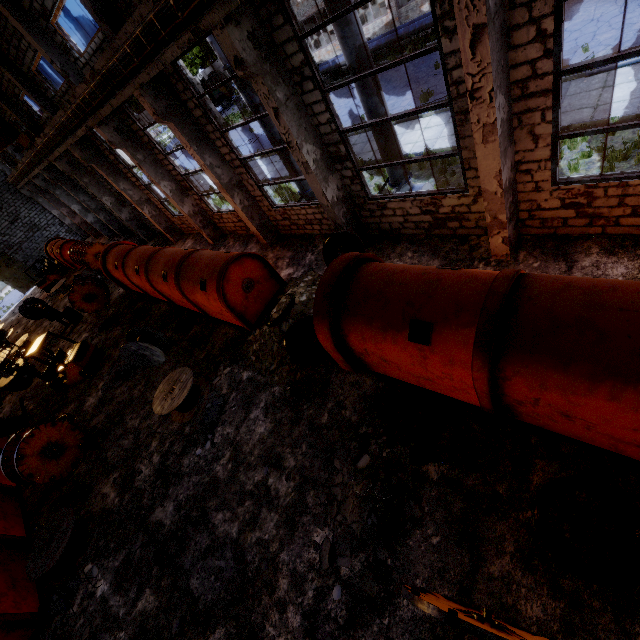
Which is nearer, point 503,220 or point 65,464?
point 503,220

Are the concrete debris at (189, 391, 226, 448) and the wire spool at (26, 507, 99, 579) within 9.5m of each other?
yes

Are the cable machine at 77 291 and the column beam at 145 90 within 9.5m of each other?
no

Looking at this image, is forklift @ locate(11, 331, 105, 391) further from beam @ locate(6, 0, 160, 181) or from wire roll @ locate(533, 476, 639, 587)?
wire roll @ locate(533, 476, 639, 587)

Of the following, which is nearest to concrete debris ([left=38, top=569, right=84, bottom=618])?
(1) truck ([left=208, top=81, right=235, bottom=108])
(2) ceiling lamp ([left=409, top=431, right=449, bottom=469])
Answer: (2) ceiling lamp ([left=409, top=431, right=449, bottom=469])

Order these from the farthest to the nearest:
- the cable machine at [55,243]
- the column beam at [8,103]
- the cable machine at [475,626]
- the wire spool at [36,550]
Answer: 1. the column beam at [8,103]
2. the cable machine at [55,243]
3. the wire spool at [36,550]
4. the cable machine at [475,626]

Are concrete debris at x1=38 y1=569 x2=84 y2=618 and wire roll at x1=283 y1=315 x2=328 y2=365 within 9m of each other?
yes

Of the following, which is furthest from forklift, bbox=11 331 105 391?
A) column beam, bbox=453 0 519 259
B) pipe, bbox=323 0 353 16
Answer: column beam, bbox=453 0 519 259
